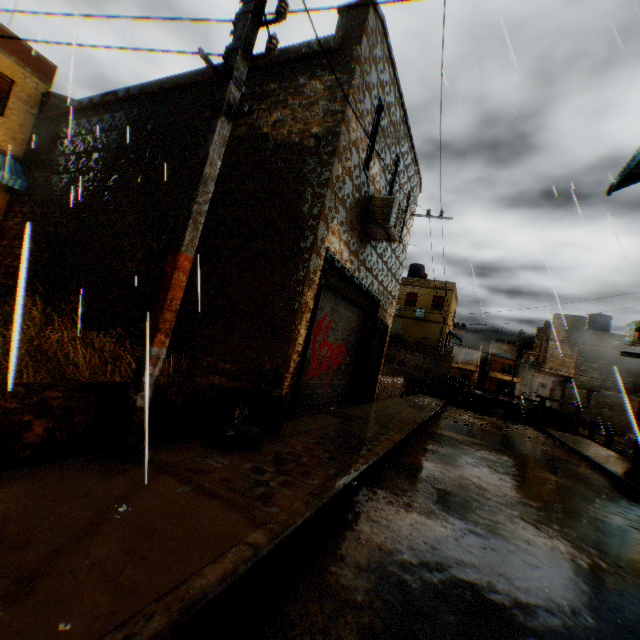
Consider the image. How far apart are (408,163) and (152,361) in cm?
1021

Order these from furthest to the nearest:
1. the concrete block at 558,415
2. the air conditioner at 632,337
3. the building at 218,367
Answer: the concrete block at 558,415, the air conditioner at 632,337, the building at 218,367

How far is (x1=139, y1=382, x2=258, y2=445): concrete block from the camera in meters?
3.5

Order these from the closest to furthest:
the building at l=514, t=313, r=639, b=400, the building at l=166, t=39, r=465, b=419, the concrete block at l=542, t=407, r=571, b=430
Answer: the building at l=166, t=39, r=465, b=419 < the concrete block at l=542, t=407, r=571, b=430 < the building at l=514, t=313, r=639, b=400

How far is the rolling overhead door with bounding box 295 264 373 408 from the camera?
7.2 meters

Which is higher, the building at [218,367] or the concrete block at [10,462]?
the building at [218,367]

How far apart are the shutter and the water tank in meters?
15.7 m

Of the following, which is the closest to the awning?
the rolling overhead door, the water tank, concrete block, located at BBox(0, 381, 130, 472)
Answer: the rolling overhead door
